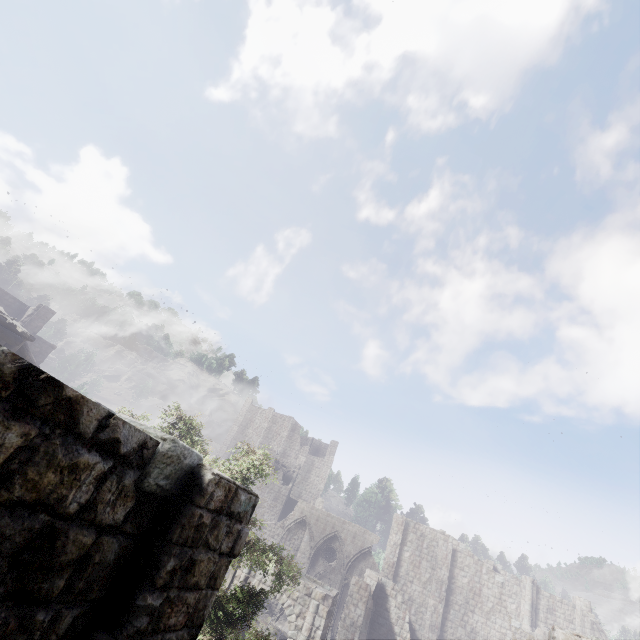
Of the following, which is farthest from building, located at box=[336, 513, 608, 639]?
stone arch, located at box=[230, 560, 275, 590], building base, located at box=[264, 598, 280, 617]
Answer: building base, located at box=[264, 598, 280, 617]

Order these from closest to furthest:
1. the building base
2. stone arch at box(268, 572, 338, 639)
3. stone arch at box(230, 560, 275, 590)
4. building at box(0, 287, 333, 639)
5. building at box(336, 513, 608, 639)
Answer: building at box(0, 287, 333, 639) < stone arch at box(268, 572, 338, 639) < stone arch at box(230, 560, 275, 590) < building at box(336, 513, 608, 639) < the building base

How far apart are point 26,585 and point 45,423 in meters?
1.1 m

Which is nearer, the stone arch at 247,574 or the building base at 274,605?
the stone arch at 247,574

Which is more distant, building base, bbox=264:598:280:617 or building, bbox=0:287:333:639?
building base, bbox=264:598:280:617

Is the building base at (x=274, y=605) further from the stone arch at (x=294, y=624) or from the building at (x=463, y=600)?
the stone arch at (x=294, y=624)

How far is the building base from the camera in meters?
27.8 m

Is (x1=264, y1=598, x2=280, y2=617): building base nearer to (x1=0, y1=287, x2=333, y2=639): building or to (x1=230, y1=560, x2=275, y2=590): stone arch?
(x1=0, y1=287, x2=333, y2=639): building
